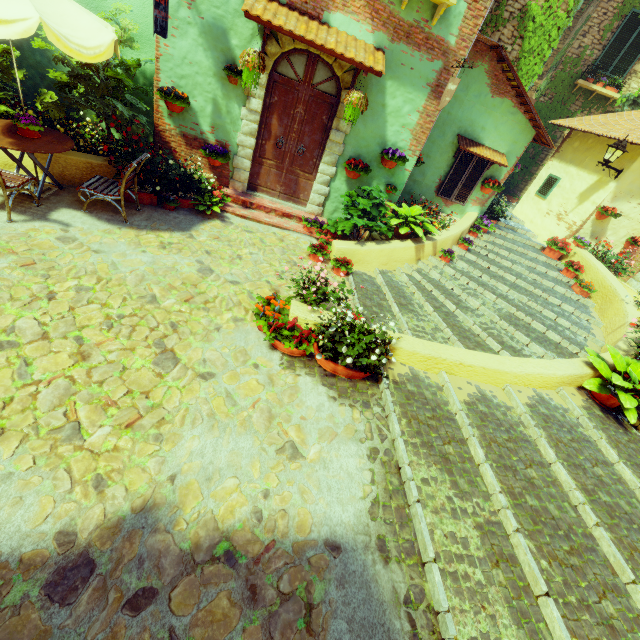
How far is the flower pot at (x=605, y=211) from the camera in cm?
895

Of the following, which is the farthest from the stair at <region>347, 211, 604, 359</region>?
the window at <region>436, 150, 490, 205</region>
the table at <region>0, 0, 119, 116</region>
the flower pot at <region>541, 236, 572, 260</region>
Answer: the table at <region>0, 0, 119, 116</region>

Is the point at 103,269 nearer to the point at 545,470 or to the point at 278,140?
the point at 278,140

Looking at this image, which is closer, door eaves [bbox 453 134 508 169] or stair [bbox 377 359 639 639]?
stair [bbox 377 359 639 639]

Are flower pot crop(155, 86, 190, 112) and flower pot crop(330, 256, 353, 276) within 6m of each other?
yes

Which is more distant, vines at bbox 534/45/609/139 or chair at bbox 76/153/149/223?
vines at bbox 534/45/609/139

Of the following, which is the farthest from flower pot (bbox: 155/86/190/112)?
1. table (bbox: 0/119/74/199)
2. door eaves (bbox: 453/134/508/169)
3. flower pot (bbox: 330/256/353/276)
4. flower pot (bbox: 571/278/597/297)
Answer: flower pot (bbox: 571/278/597/297)

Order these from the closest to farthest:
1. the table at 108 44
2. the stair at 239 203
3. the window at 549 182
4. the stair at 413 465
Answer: the stair at 413 465 < the table at 108 44 < the stair at 239 203 < the window at 549 182
